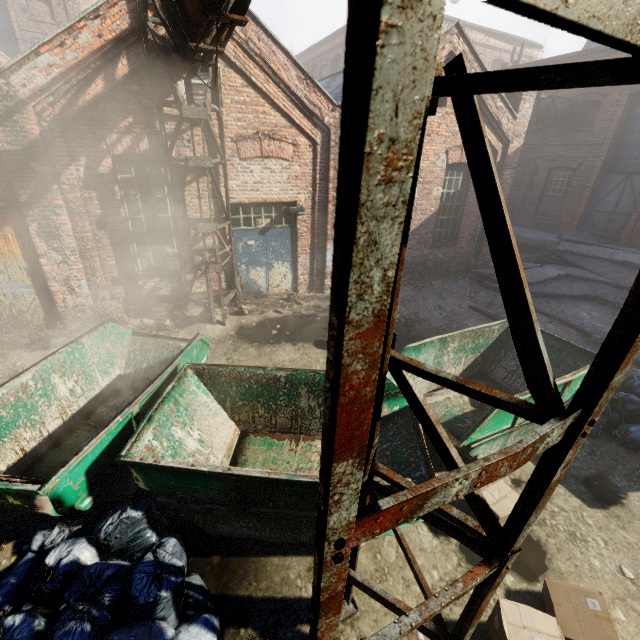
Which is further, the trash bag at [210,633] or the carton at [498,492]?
the carton at [498,492]

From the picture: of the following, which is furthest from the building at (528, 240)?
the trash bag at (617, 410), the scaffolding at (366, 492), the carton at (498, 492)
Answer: the scaffolding at (366, 492)

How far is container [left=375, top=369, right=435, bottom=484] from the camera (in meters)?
4.06

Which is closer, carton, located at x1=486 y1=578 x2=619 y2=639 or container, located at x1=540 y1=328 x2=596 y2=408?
carton, located at x1=486 y1=578 x2=619 y2=639

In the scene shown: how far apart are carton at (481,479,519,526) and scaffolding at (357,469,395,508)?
1.6 meters

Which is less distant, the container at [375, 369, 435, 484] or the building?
the container at [375, 369, 435, 484]

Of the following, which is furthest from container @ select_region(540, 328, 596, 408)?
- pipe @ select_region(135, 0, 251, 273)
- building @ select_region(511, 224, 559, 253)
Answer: building @ select_region(511, 224, 559, 253)

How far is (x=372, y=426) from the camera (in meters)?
2.17
